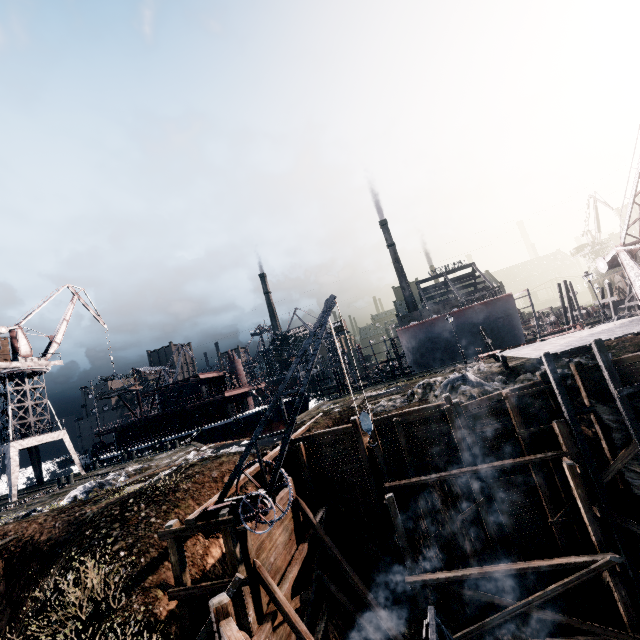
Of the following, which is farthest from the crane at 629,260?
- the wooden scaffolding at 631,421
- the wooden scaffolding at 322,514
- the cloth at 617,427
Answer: the wooden scaffolding at 322,514

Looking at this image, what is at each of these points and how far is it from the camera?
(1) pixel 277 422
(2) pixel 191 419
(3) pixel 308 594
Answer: (1) ship, 43.28m
(2) ship, 45.81m
(3) wooden scaffolding, 13.75m

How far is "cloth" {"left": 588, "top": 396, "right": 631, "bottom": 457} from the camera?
14.90m

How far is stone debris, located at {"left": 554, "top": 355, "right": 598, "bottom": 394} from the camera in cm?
1733

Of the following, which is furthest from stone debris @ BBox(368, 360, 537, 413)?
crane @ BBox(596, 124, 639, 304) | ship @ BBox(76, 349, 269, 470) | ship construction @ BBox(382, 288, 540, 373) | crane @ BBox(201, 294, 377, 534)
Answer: ship @ BBox(76, 349, 269, 470)

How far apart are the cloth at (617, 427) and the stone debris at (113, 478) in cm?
2765

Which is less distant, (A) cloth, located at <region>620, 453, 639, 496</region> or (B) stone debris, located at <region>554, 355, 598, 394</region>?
(A) cloth, located at <region>620, 453, 639, 496</region>

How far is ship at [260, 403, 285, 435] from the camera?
42.9 meters
